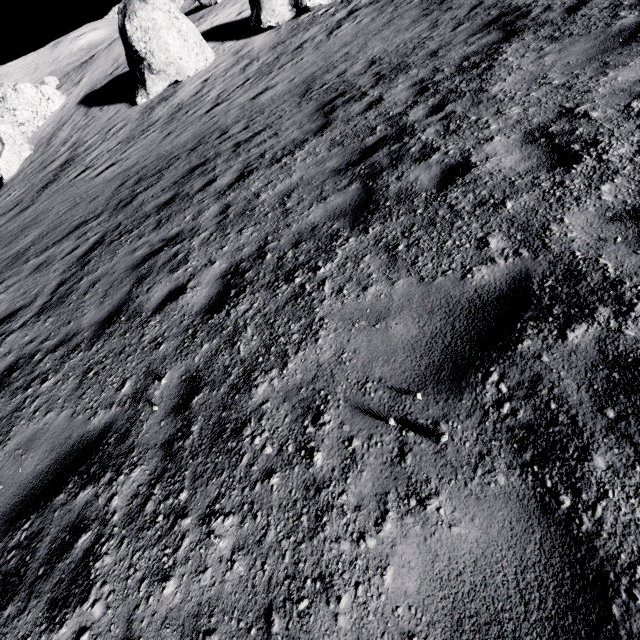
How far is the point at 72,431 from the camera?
3.5 meters
